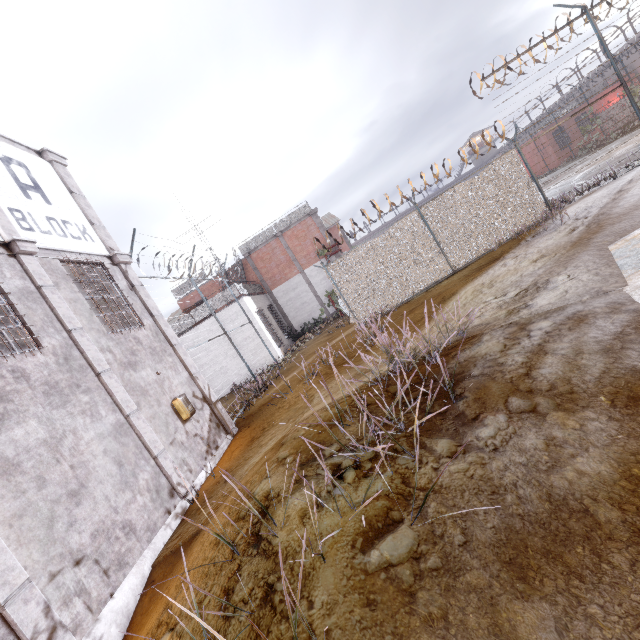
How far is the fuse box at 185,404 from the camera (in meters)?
7.84

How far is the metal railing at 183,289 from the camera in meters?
23.8

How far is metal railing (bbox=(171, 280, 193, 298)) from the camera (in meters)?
23.75

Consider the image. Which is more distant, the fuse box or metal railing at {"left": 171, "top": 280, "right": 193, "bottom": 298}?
metal railing at {"left": 171, "top": 280, "right": 193, "bottom": 298}

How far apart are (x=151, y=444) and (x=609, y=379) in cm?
728

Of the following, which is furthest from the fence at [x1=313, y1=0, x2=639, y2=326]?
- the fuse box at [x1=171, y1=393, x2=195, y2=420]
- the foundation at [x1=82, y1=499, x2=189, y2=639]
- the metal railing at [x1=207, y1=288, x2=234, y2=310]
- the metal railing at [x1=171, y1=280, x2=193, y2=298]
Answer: the metal railing at [x1=171, y1=280, x2=193, y2=298]

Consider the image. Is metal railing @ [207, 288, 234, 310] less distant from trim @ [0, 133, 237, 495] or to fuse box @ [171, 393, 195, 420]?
trim @ [0, 133, 237, 495]

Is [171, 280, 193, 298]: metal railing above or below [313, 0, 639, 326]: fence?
above
